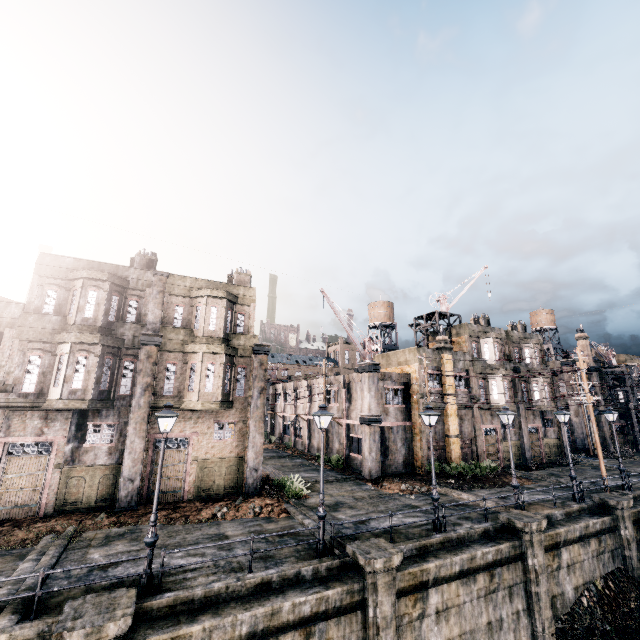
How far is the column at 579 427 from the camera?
41.2 meters

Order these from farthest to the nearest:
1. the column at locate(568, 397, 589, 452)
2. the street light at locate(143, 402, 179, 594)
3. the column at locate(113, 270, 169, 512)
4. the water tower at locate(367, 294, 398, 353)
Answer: the water tower at locate(367, 294, 398, 353)
the column at locate(568, 397, 589, 452)
the column at locate(113, 270, 169, 512)
the street light at locate(143, 402, 179, 594)

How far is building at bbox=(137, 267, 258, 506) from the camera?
19.0m

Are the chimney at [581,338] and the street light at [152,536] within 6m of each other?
no

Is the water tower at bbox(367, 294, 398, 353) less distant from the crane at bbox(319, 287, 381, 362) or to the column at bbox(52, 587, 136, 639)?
the crane at bbox(319, 287, 381, 362)

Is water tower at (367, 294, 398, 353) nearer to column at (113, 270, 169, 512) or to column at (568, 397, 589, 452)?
column at (568, 397, 589, 452)

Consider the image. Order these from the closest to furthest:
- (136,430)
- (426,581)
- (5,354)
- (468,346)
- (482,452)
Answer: (426,581) < (5,354) < (136,430) < (482,452) < (468,346)

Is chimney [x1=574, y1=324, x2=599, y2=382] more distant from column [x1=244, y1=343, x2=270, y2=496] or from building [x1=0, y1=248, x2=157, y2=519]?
building [x1=0, y1=248, x2=157, y2=519]
